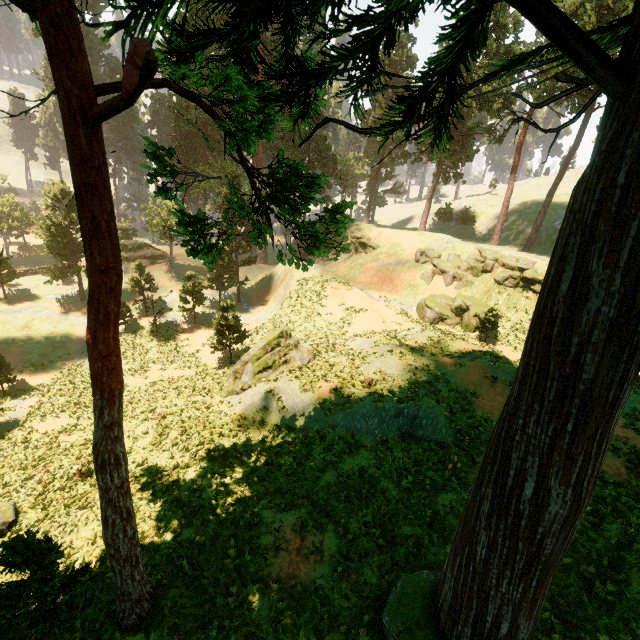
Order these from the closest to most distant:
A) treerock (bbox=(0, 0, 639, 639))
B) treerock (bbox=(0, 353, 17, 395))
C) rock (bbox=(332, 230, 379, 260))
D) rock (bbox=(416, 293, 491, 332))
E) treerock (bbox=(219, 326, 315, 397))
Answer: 1. treerock (bbox=(0, 0, 639, 639))
2. treerock (bbox=(219, 326, 315, 397))
3. treerock (bbox=(0, 353, 17, 395))
4. rock (bbox=(416, 293, 491, 332))
5. rock (bbox=(332, 230, 379, 260))

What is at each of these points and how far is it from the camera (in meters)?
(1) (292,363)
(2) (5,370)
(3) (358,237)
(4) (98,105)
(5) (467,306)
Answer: (1) treerock, 21.55
(2) treerock, 23.58
(3) rock, 47.81
(4) treerock, 4.20
(5) rock, 33.97

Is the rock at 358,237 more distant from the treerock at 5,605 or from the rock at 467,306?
the rock at 467,306

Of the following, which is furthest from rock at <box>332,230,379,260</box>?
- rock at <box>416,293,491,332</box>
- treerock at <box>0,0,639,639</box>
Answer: rock at <box>416,293,491,332</box>

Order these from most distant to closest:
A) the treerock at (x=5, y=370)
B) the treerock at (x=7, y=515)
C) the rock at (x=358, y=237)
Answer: the rock at (x=358, y=237) < the treerock at (x=5, y=370) < the treerock at (x=7, y=515)

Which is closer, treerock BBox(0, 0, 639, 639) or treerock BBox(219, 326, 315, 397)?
treerock BBox(0, 0, 639, 639)

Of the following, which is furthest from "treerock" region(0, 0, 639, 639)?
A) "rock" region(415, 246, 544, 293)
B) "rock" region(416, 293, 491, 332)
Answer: "rock" region(416, 293, 491, 332)

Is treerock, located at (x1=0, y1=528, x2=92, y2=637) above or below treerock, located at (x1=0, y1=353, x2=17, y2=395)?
above
